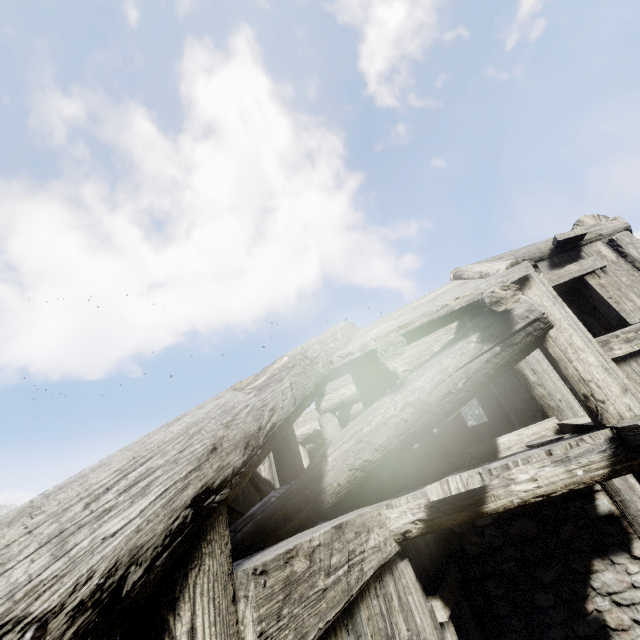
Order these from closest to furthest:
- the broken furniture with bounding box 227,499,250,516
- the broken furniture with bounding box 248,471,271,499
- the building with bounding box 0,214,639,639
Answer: the building with bounding box 0,214,639,639 → the broken furniture with bounding box 248,471,271,499 → the broken furniture with bounding box 227,499,250,516

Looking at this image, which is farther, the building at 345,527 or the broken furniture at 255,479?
the broken furniture at 255,479

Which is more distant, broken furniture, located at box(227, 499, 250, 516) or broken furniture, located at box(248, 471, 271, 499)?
broken furniture, located at box(227, 499, 250, 516)

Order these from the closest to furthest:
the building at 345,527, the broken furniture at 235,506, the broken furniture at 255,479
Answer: the building at 345,527 → the broken furniture at 255,479 → the broken furniture at 235,506

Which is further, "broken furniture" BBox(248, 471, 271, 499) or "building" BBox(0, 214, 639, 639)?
"broken furniture" BBox(248, 471, 271, 499)

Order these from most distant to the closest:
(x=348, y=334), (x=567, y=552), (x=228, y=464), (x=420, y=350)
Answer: (x=420, y=350), (x=348, y=334), (x=567, y=552), (x=228, y=464)

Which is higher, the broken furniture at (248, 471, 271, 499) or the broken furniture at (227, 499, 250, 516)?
the broken furniture at (248, 471, 271, 499)

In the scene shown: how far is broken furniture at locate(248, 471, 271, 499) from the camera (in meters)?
5.43
